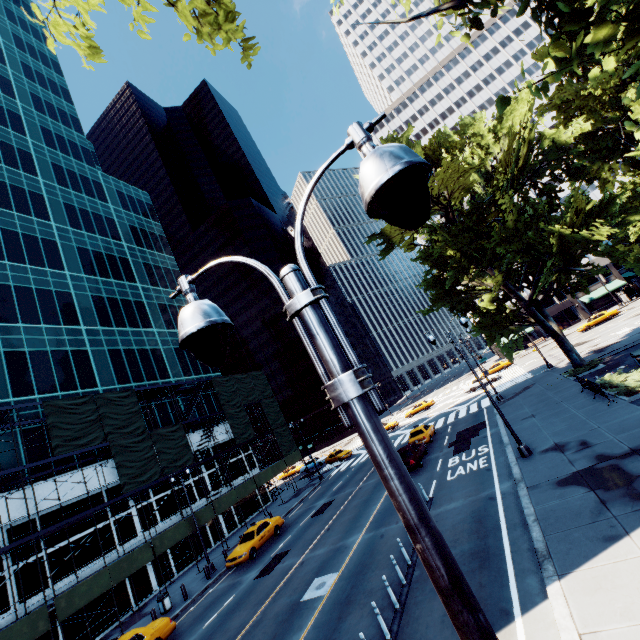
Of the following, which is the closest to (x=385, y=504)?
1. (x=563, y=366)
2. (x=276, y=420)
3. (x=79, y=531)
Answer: (x=79, y=531)

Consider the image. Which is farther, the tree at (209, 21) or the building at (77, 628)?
the building at (77, 628)

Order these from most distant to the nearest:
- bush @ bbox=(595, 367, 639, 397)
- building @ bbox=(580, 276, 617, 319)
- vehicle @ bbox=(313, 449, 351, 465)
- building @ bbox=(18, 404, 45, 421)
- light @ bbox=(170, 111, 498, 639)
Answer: building @ bbox=(580, 276, 617, 319) → vehicle @ bbox=(313, 449, 351, 465) → building @ bbox=(18, 404, 45, 421) → bush @ bbox=(595, 367, 639, 397) → light @ bbox=(170, 111, 498, 639)

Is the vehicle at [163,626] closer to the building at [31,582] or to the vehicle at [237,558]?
the vehicle at [237,558]

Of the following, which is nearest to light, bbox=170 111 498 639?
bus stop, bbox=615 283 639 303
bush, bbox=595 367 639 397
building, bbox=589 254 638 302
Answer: bush, bbox=595 367 639 397

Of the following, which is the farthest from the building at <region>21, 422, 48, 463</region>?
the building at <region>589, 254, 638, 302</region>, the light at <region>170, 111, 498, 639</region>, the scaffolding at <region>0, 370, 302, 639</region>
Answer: the building at <region>589, 254, 638, 302</region>

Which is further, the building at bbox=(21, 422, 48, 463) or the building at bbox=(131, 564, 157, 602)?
the building at bbox=(131, 564, 157, 602)

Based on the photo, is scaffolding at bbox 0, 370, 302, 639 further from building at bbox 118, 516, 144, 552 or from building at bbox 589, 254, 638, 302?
building at bbox 589, 254, 638, 302
